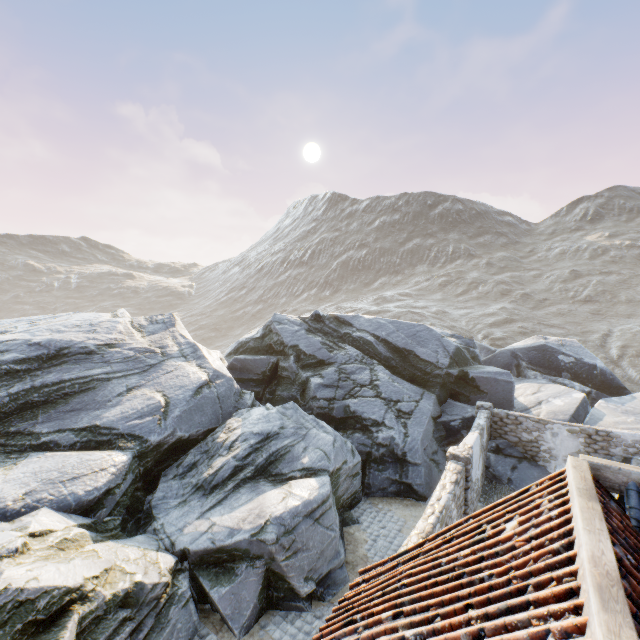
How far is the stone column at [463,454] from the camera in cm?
1009

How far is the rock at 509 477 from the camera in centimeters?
1389cm

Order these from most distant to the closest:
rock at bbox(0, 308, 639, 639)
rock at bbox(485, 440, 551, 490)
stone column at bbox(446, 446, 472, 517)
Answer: rock at bbox(485, 440, 551, 490), stone column at bbox(446, 446, 472, 517), rock at bbox(0, 308, 639, 639)

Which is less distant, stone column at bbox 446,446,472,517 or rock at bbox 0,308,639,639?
rock at bbox 0,308,639,639

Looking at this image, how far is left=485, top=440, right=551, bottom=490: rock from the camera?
13.89m

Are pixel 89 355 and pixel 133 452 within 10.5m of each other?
yes

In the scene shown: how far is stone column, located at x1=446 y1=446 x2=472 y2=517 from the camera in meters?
10.1

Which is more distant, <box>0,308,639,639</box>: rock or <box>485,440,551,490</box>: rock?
<box>485,440,551,490</box>: rock
